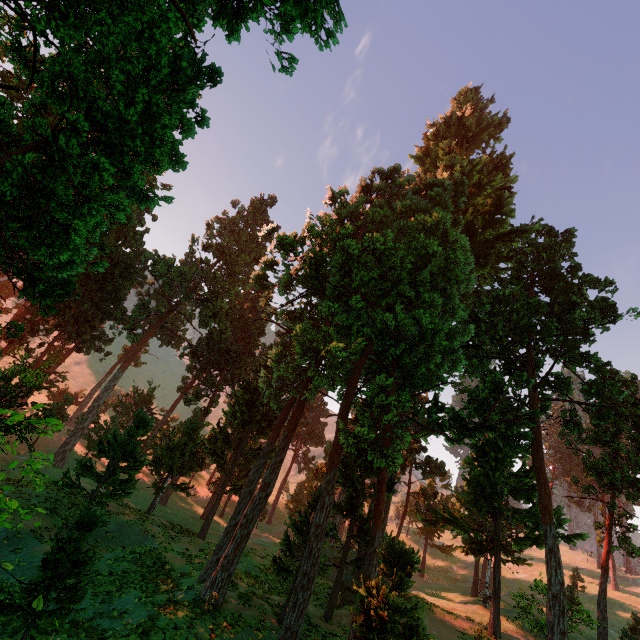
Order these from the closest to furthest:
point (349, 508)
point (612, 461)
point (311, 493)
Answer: point (349, 508) → point (612, 461) → point (311, 493)
